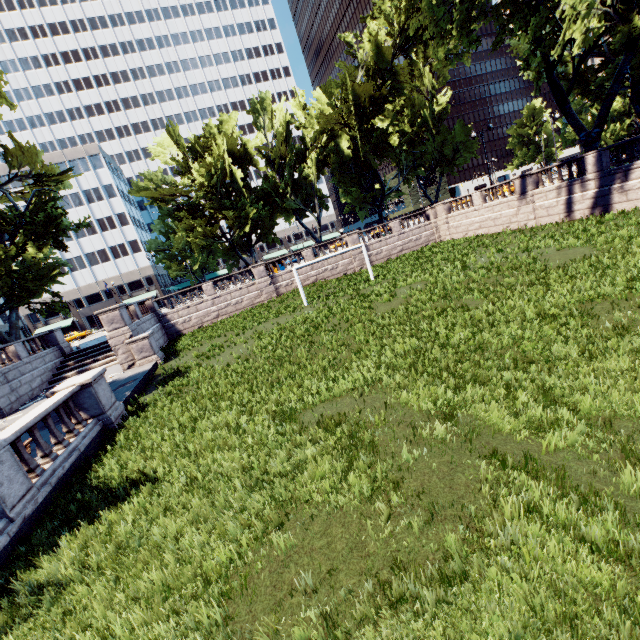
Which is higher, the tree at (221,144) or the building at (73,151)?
the building at (73,151)

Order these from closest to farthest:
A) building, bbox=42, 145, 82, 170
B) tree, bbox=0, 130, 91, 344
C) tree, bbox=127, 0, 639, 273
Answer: tree, bbox=127, 0, 639, 273, tree, bbox=0, 130, 91, 344, building, bbox=42, 145, 82, 170

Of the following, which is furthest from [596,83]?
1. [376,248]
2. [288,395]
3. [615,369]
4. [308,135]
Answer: [288,395]

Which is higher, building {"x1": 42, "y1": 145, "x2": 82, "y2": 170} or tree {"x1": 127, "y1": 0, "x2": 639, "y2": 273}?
building {"x1": 42, "y1": 145, "x2": 82, "y2": 170}

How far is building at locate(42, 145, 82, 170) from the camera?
58.8m

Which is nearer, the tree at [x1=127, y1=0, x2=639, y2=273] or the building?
the tree at [x1=127, y1=0, x2=639, y2=273]
